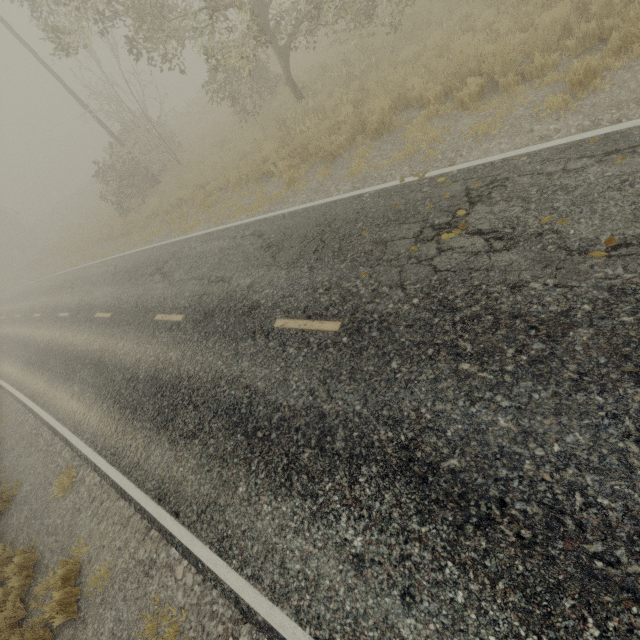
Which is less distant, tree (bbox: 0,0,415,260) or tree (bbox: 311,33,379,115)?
tree (bbox: 0,0,415,260)

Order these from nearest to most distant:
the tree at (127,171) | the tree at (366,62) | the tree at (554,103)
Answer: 1. the tree at (554,103)
2. the tree at (127,171)
3. the tree at (366,62)

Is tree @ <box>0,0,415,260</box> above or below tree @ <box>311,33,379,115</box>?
above

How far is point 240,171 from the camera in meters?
12.9 m

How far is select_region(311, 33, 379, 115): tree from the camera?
10.6 meters

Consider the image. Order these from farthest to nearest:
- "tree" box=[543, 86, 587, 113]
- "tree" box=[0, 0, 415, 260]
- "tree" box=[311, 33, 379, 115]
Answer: "tree" box=[311, 33, 379, 115] < "tree" box=[0, 0, 415, 260] < "tree" box=[543, 86, 587, 113]

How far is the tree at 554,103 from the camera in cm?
541
